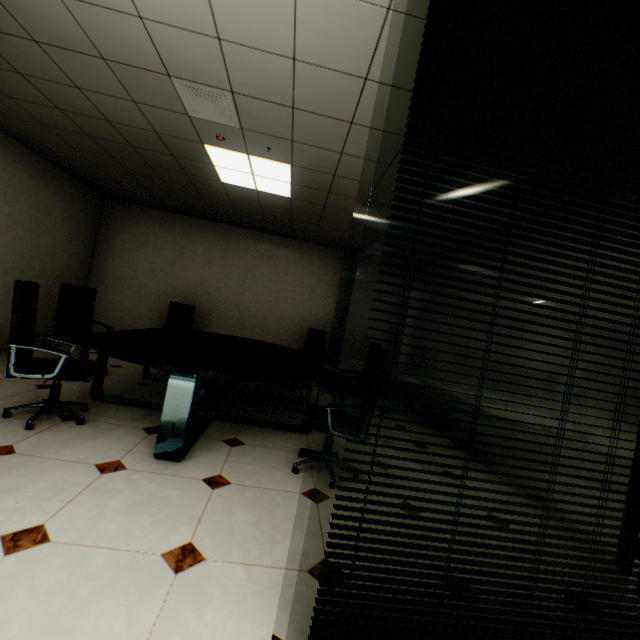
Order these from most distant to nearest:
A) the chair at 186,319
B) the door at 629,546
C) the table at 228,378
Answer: the chair at 186,319 < the table at 228,378 < the door at 629,546

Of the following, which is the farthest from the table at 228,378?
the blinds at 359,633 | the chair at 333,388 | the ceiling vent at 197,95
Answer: the ceiling vent at 197,95

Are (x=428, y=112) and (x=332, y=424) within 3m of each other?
yes

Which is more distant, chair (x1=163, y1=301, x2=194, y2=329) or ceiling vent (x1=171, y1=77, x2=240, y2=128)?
chair (x1=163, y1=301, x2=194, y2=329)

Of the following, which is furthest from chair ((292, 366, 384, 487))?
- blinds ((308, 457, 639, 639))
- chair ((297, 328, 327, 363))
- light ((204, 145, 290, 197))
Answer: chair ((297, 328, 327, 363))

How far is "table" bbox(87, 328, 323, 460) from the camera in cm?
249

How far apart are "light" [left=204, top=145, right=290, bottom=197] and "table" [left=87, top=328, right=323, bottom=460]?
2.2m

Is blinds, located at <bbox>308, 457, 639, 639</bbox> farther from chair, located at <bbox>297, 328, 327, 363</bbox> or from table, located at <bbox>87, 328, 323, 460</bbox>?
chair, located at <bbox>297, 328, 327, 363</bbox>
